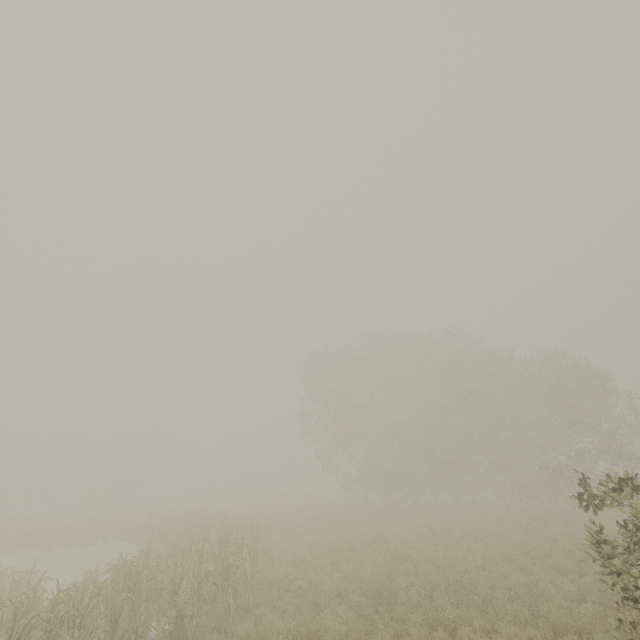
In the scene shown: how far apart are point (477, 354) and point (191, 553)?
28.3m

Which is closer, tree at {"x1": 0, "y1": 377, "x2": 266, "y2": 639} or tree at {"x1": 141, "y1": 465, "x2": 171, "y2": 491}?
tree at {"x1": 0, "y1": 377, "x2": 266, "y2": 639}

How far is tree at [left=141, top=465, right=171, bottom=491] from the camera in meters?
56.9 m

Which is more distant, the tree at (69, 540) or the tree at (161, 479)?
the tree at (161, 479)

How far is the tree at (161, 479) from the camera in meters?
56.9 m
